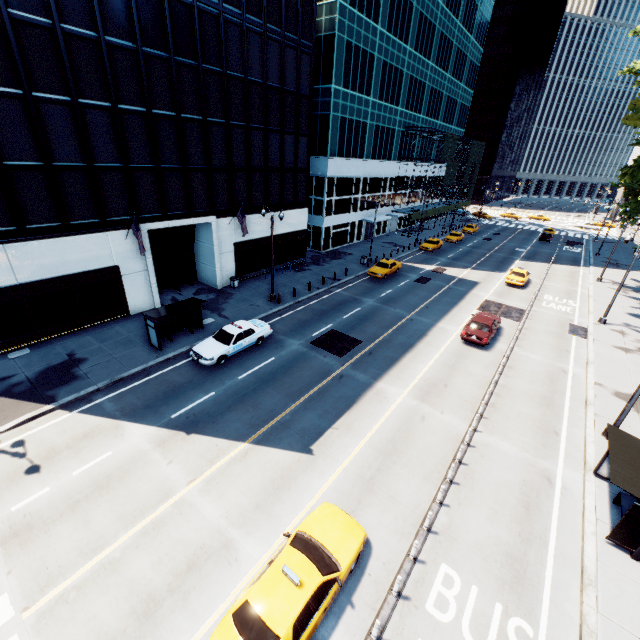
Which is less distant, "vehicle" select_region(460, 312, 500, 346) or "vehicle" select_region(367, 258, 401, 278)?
"vehicle" select_region(460, 312, 500, 346)

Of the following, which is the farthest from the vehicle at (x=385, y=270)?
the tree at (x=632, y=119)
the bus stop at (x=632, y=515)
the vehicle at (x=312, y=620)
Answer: the vehicle at (x=312, y=620)

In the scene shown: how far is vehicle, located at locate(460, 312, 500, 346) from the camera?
22.0m

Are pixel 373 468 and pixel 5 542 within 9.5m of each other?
no

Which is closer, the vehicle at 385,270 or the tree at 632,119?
the tree at 632,119

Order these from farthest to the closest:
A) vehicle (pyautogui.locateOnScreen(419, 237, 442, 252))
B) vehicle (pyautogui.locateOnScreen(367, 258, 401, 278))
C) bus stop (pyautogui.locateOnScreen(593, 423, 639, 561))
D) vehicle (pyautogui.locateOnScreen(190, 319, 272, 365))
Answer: vehicle (pyautogui.locateOnScreen(419, 237, 442, 252))
vehicle (pyautogui.locateOnScreen(367, 258, 401, 278))
vehicle (pyautogui.locateOnScreen(190, 319, 272, 365))
bus stop (pyautogui.locateOnScreen(593, 423, 639, 561))

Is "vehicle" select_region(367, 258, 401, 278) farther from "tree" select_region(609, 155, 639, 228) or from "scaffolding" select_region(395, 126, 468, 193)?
"tree" select_region(609, 155, 639, 228)

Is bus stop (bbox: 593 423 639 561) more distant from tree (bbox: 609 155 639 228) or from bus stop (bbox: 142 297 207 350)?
bus stop (bbox: 142 297 207 350)
